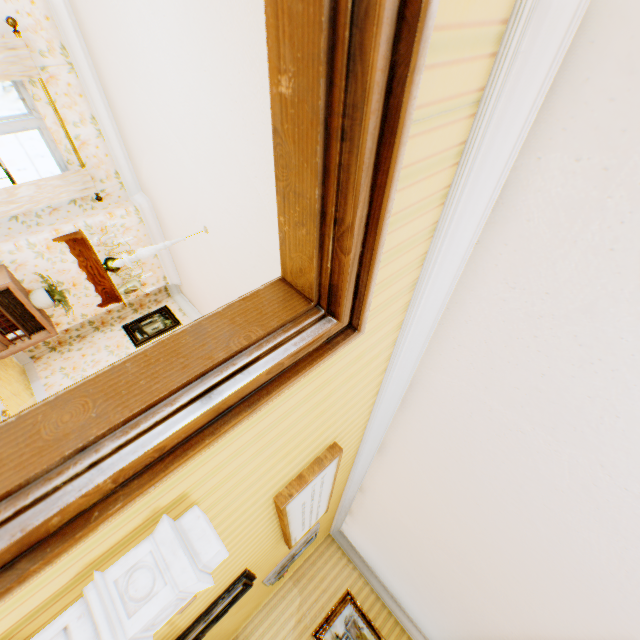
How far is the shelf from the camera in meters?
→ 5.1

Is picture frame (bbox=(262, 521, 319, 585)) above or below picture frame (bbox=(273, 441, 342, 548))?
below

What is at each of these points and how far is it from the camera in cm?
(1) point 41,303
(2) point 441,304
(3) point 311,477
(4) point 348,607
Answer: (1) flower pot, 499
(2) building, 184
(3) picture frame, 227
(4) painting, 632

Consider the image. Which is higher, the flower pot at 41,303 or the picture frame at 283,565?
the picture frame at 283,565

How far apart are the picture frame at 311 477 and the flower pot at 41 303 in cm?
495

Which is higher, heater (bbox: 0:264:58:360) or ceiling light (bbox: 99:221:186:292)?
ceiling light (bbox: 99:221:186:292)

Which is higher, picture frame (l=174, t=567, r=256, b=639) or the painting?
the painting

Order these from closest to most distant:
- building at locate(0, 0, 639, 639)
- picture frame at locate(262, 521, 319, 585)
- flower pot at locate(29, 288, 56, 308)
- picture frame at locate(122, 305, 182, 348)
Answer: building at locate(0, 0, 639, 639)
picture frame at locate(262, 521, 319, 585)
flower pot at locate(29, 288, 56, 308)
picture frame at locate(122, 305, 182, 348)
